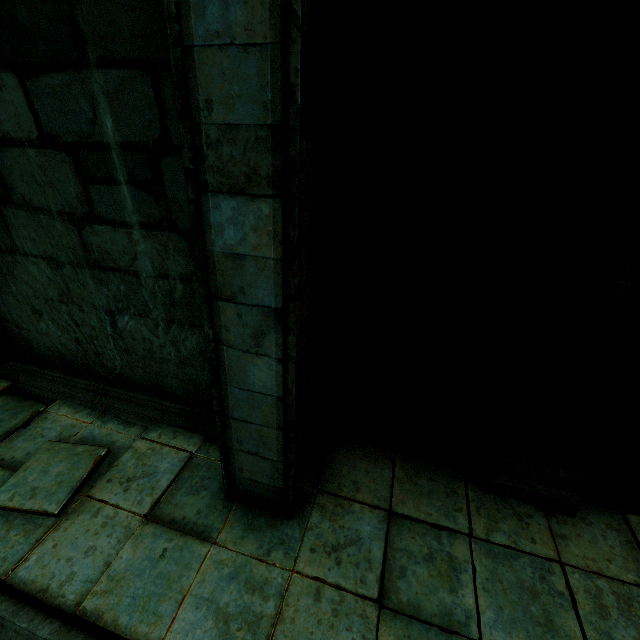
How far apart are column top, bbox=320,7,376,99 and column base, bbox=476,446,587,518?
3.6 meters

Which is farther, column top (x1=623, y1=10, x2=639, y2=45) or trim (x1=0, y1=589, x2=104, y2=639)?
trim (x1=0, y1=589, x2=104, y2=639)

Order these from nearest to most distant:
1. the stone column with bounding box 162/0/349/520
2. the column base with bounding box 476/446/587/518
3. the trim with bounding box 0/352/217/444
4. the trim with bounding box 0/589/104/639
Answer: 1. the stone column with bounding box 162/0/349/520
2. the trim with bounding box 0/589/104/639
3. the column base with bounding box 476/446/587/518
4. the trim with bounding box 0/352/217/444

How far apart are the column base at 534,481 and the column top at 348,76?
3.6m

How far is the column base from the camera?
3.3 meters

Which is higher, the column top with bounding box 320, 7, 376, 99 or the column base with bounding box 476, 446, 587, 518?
the column top with bounding box 320, 7, 376, 99

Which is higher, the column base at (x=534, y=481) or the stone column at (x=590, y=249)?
the stone column at (x=590, y=249)

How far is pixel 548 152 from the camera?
→ 2.4 meters
